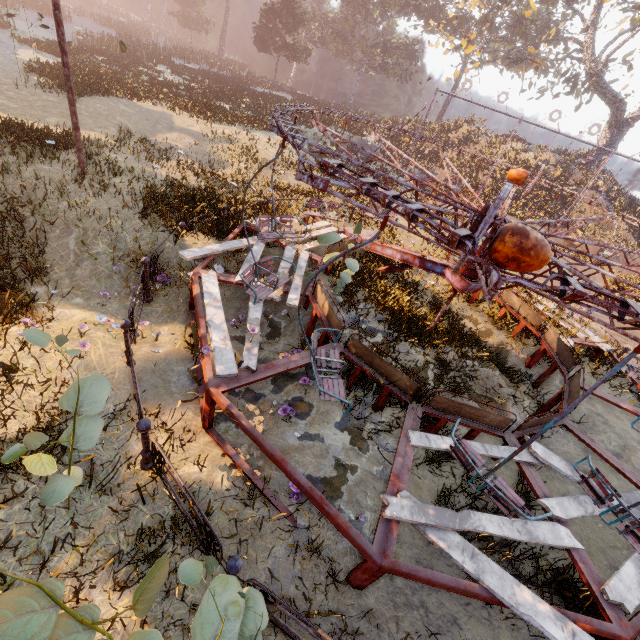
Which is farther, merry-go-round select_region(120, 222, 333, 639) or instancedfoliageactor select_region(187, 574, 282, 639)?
merry-go-round select_region(120, 222, 333, 639)

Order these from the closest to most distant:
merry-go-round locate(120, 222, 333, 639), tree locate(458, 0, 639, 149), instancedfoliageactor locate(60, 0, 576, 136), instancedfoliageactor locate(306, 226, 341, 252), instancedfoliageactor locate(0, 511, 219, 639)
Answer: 1. instancedfoliageactor locate(0, 511, 219, 639)
2. merry-go-round locate(120, 222, 333, 639)
3. instancedfoliageactor locate(306, 226, 341, 252)
4. instancedfoliageactor locate(60, 0, 576, 136)
5. tree locate(458, 0, 639, 149)

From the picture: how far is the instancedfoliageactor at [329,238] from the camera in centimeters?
713cm

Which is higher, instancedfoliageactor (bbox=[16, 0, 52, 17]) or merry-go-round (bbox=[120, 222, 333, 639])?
instancedfoliageactor (bbox=[16, 0, 52, 17])

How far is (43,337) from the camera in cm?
264

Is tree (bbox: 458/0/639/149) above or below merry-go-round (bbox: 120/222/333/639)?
above

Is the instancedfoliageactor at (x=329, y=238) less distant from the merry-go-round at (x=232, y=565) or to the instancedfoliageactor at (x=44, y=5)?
the merry-go-round at (x=232, y=565)

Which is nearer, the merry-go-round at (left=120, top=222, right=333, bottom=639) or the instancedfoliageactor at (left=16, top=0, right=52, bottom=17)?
the merry-go-round at (left=120, top=222, right=333, bottom=639)
